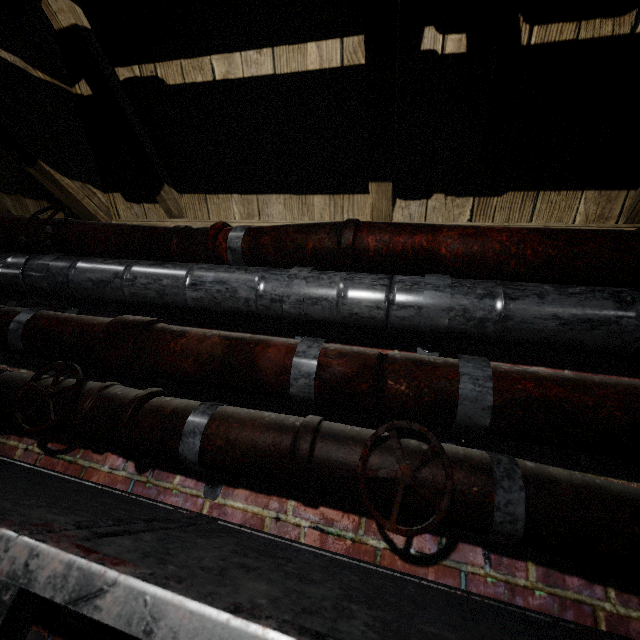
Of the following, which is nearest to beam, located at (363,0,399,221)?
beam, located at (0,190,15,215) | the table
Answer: beam, located at (0,190,15,215)

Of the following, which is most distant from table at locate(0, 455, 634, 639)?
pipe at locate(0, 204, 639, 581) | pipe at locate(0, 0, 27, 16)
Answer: pipe at locate(0, 0, 27, 16)

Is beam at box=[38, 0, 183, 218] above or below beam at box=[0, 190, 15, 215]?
above

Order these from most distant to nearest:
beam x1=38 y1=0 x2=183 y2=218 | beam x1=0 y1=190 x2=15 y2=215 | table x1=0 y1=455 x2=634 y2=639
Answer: beam x1=0 y1=190 x2=15 y2=215 < beam x1=38 y1=0 x2=183 y2=218 < table x1=0 y1=455 x2=634 y2=639

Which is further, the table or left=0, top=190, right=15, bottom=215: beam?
left=0, top=190, right=15, bottom=215: beam

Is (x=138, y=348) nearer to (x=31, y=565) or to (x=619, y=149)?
(x=31, y=565)

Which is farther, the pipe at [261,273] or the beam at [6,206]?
the beam at [6,206]

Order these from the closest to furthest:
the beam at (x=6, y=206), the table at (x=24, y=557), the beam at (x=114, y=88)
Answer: the table at (x=24, y=557) < the beam at (x=114, y=88) < the beam at (x=6, y=206)
